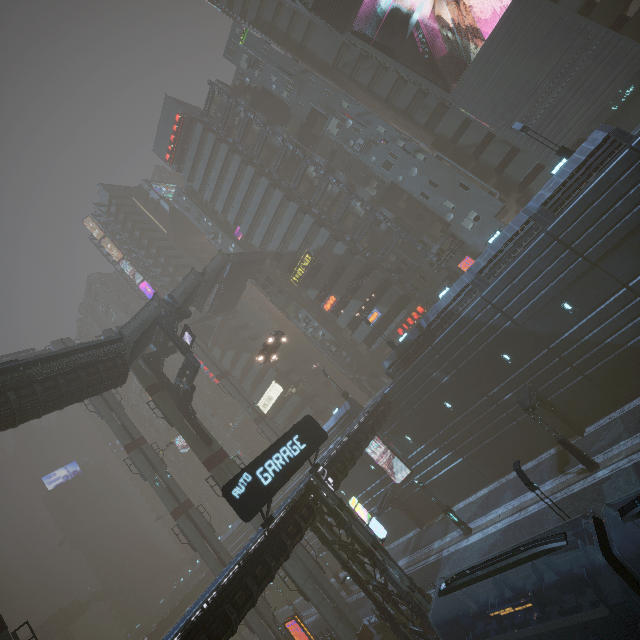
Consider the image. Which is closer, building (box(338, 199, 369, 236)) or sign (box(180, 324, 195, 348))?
sign (box(180, 324, 195, 348))

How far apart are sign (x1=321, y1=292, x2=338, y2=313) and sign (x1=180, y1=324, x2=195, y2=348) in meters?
20.2

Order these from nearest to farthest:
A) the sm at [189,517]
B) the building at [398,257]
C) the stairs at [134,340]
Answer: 1. the stairs at [134,340]
2. the sm at [189,517]
3. the building at [398,257]

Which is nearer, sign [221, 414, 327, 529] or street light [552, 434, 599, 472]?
sign [221, 414, 327, 529]

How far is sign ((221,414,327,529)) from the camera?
15.35m

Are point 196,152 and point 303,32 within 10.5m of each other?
no

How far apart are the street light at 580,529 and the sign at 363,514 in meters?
10.2

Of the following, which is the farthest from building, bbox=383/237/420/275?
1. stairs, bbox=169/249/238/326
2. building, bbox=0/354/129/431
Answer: building, bbox=0/354/129/431
